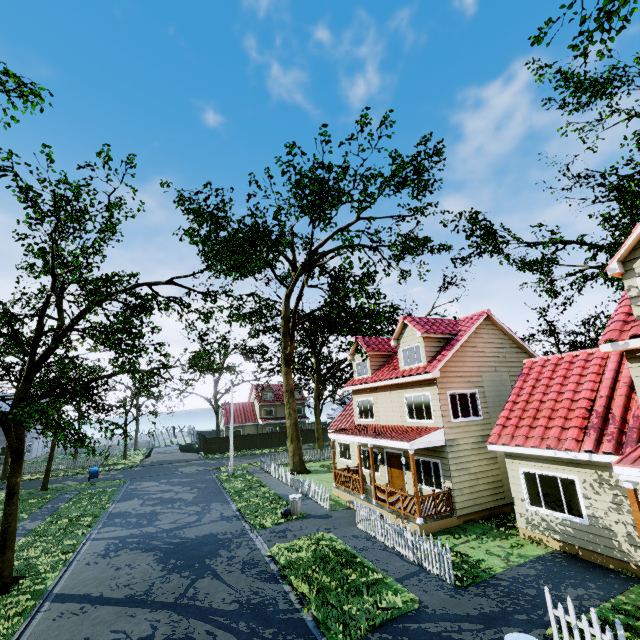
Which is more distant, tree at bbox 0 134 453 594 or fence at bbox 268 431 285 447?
fence at bbox 268 431 285 447

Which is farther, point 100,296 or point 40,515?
point 40,515

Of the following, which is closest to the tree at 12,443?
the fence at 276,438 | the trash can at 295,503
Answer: the fence at 276,438

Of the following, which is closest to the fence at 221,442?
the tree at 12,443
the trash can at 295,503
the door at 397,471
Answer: the tree at 12,443

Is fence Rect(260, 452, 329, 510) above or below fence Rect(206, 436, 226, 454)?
below

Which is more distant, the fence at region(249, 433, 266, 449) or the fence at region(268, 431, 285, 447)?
the fence at region(268, 431, 285, 447)

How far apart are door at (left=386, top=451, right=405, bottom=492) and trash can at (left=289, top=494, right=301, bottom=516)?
4.93m

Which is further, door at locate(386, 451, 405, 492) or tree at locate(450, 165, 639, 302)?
door at locate(386, 451, 405, 492)
